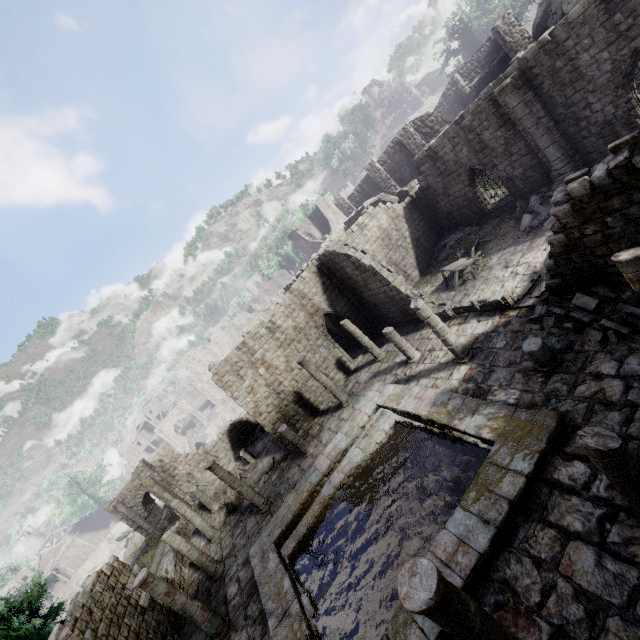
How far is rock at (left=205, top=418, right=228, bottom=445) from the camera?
54.9 meters

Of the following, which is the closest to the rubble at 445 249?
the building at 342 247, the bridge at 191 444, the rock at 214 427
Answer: the building at 342 247

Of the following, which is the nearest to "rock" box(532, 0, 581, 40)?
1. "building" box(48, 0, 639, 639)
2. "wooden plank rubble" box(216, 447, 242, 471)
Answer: "building" box(48, 0, 639, 639)

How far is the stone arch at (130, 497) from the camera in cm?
3284

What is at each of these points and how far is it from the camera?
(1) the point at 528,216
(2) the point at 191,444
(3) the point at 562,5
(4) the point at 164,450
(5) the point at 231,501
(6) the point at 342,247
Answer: (1) rubble, 17.4m
(2) bridge, 48.9m
(3) rock, 24.2m
(4) stone arch, 34.4m
(5) broken furniture, 20.5m
(6) building, 19.0m

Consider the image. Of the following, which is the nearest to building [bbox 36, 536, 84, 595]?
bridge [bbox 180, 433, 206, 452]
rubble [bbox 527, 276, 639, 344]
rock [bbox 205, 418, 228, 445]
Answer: rubble [bbox 527, 276, 639, 344]

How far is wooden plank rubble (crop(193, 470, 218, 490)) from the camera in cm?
2531

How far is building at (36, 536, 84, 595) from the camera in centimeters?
5812cm
